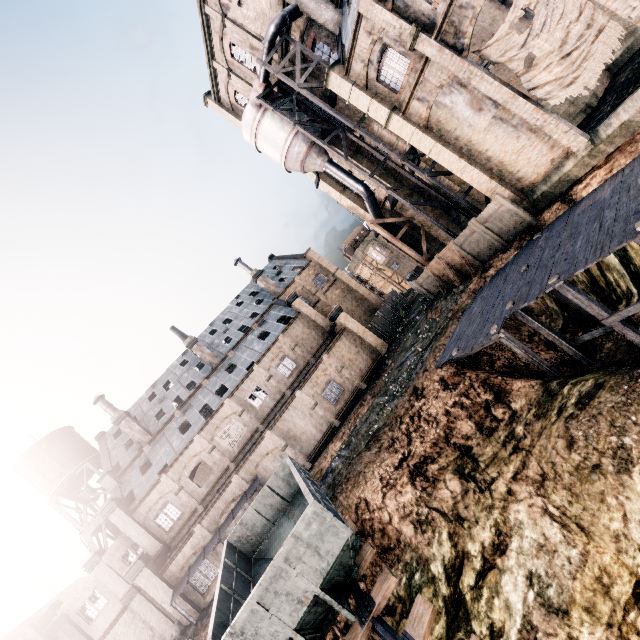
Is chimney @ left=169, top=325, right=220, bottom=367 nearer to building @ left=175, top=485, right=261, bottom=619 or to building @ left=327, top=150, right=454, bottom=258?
building @ left=175, top=485, right=261, bottom=619

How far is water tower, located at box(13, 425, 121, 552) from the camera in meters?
38.2 m

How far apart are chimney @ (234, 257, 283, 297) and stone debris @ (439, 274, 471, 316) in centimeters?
2438cm

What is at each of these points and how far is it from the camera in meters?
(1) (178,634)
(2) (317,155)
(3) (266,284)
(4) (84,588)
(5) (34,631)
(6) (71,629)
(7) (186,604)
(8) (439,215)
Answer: (1) stone debris, 23.8
(2) silo, 28.7
(3) chimney, 44.2
(4) building, 28.4
(5) wooden scaffolding, 25.7
(6) building structure, 27.1
(7) building, 24.1
(8) building, 29.6

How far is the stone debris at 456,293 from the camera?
23.1m

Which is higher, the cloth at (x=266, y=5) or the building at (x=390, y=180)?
Result: the cloth at (x=266, y=5)

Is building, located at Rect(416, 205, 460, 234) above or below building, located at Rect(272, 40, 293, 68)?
below

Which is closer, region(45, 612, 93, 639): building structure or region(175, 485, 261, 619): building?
region(175, 485, 261, 619): building
